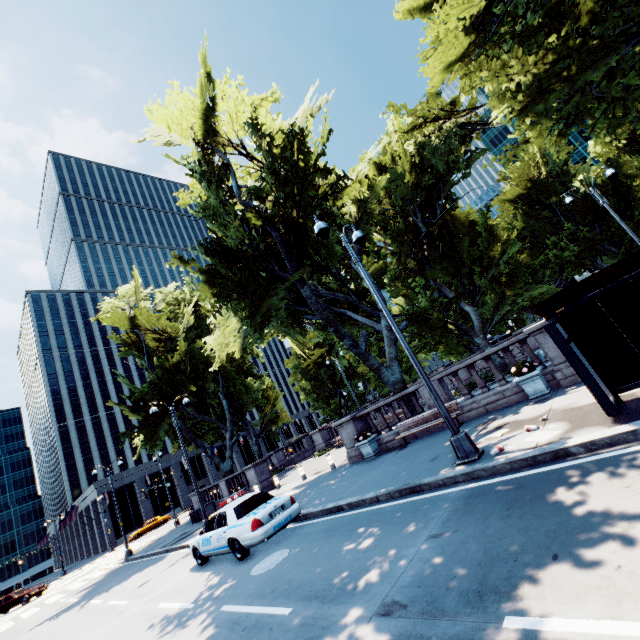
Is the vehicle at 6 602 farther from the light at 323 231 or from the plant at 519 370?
the plant at 519 370

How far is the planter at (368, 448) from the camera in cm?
1447

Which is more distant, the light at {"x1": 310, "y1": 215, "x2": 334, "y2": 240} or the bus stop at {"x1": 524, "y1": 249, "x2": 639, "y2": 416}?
the light at {"x1": 310, "y1": 215, "x2": 334, "y2": 240}

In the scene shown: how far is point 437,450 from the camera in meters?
10.2 m

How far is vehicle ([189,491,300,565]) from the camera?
9.16m

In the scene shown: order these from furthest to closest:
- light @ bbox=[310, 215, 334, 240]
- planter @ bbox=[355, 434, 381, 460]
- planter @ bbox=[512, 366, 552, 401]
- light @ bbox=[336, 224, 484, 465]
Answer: planter @ bbox=[355, 434, 381, 460]
planter @ bbox=[512, 366, 552, 401]
light @ bbox=[310, 215, 334, 240]
light @ bbox=[336, 224, 484, 465]

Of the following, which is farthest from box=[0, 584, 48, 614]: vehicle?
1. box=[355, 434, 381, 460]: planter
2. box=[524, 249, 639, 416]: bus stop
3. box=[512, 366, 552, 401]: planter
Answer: box=[524, 249, 639, 416]: bus stop

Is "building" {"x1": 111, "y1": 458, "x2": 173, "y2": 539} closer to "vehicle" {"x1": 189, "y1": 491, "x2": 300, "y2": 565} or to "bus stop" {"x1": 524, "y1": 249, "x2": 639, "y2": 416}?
"vehicle" {"x1": 189, "y1": 491, "x2": 300, "y2": 565}
